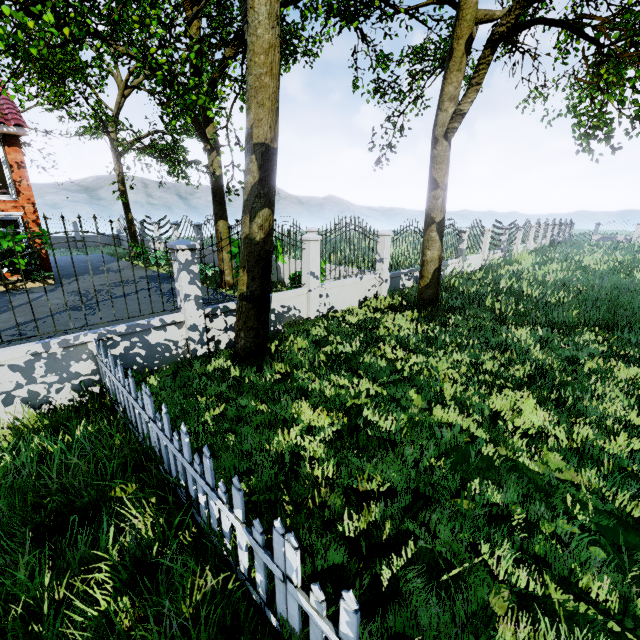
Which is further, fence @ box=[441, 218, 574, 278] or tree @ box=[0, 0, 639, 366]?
fence @ box=[441, 218, 574, 278]

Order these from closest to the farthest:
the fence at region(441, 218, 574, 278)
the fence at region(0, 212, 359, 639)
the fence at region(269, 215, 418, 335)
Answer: the fence at region(0, 212, 359, 639), the fence at region(269, 215, 418, 335), the fence at region(441, 218, 574, 278)

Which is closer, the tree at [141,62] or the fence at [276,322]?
the tree at [141,62]

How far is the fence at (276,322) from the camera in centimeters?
802cm

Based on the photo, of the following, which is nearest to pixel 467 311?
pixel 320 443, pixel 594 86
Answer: pixel 320 443

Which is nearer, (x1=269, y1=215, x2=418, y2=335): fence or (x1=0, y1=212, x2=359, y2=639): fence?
(x1=0, y1=212, x2=359, y2=639): fence
